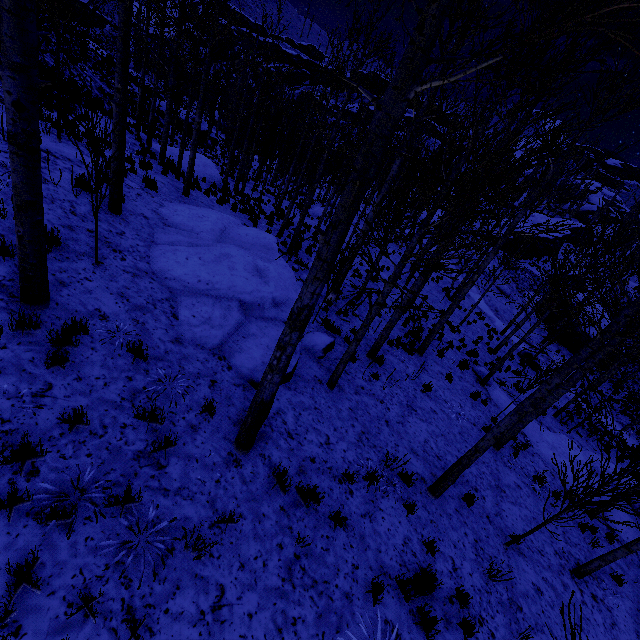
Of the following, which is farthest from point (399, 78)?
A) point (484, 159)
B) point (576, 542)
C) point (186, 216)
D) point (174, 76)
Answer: point (174, 76)

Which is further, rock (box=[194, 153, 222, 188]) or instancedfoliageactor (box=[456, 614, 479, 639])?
rock (box=[194, 153, 222, 188])

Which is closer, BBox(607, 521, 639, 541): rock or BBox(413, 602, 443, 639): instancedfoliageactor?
BBox(413, 602, 443, 639): instancedfoliageactor

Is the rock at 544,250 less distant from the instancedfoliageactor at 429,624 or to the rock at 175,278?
the rock at 175,278

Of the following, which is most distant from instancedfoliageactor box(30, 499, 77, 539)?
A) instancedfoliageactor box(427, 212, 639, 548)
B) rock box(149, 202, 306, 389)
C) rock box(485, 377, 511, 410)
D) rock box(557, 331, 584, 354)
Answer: instancedfoliageactor box(427, 212, 639, 548)

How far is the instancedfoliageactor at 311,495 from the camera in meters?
A: 4.7

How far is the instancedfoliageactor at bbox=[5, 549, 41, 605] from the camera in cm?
252
